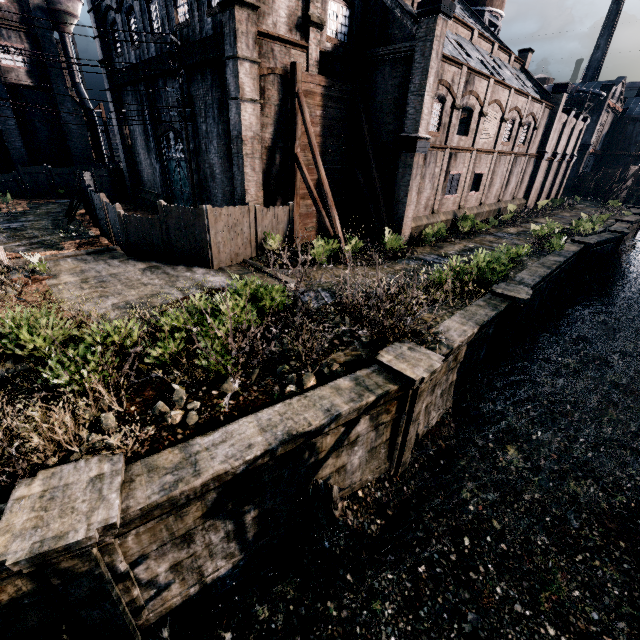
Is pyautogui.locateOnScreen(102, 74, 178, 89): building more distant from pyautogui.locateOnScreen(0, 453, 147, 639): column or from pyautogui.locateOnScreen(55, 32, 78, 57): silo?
pyautogui.locateOnScreen(0, 453, 147, 639): column

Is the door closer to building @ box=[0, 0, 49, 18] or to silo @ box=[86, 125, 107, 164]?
building @ box=[0, 0, 49, 18]

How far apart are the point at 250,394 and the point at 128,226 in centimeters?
1345cm

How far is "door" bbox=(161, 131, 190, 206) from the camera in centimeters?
2344cm

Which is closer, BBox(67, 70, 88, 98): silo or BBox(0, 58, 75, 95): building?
BBox(0, 58, 75, 95): building

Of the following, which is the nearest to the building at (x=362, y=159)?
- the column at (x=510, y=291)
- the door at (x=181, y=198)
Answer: the door at (x=181, y=198)

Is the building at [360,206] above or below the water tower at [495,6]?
below

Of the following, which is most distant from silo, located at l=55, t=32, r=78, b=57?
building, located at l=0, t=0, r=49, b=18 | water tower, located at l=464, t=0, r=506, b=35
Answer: water tower, located at l=464, t=0, r=506, b=35
